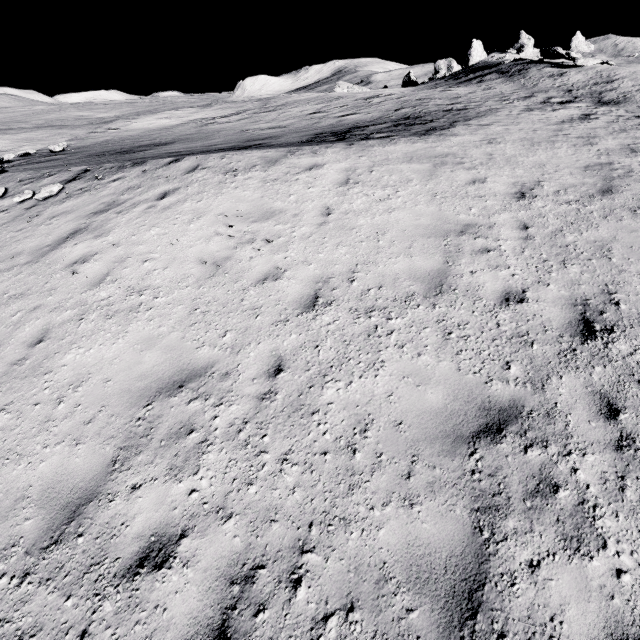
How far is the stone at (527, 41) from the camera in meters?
44.8 m

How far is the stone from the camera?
44.8m

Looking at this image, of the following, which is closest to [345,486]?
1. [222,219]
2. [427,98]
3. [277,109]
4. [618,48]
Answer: [222,219]
